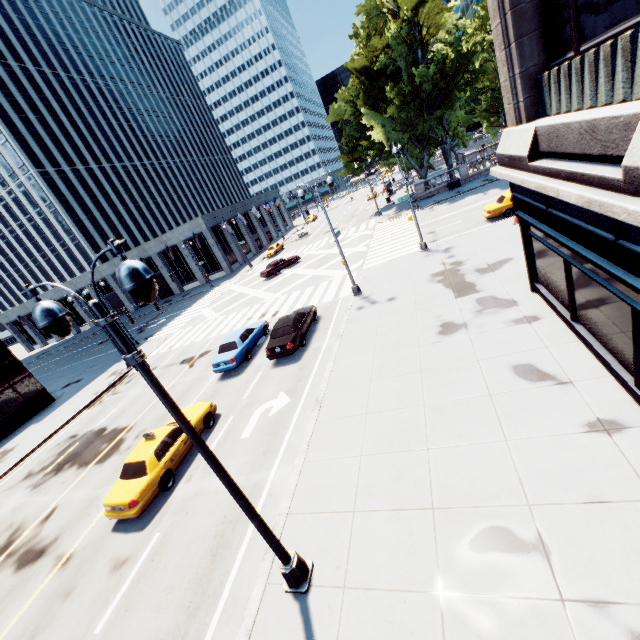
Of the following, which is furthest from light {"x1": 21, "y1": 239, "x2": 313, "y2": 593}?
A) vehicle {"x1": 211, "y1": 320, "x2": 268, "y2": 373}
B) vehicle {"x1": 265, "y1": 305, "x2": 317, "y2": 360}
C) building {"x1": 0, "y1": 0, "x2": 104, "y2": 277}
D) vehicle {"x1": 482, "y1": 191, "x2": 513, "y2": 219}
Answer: building {"x1": 0, "y1": 0, "x2": 104, "y2": 277}

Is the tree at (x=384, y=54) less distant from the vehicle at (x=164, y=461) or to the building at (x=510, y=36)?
the building at (x=510, y=36)

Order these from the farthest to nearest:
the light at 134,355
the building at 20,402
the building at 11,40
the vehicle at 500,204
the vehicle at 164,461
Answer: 1. the building at 11,40
2. the building at 20,402
3. the vehicle at 500,204
4. the vehicle at 164,461
5. the light at 134,355

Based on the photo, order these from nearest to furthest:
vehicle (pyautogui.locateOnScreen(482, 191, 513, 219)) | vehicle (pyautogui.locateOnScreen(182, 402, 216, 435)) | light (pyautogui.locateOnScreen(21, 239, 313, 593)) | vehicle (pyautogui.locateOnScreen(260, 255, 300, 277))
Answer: light (pyautogui.locateOnScreen(21, 239, 313, 593))
vehicle (pyautogui.locateOnScreen(182, 402, 216, 435))
vehicle (pyautogui.locateOnScreen(482, 191, 513, 219))
vehicle (pyautogui.locateOnScreen(260, 255, 300, 277))

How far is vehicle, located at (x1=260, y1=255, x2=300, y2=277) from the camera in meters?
37.0

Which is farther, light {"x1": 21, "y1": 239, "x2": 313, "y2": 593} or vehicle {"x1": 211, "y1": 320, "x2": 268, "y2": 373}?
vehicle {"x1": 211, "y1": 320, "x2": 268, "y2": 373}

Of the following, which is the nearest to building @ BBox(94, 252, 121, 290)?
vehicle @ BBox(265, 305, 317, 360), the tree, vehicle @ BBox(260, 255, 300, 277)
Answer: vehicle @ BBox(260, 255, 300, 277)

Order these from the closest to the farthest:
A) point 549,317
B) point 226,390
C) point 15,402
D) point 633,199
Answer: point 633,199 → point 549,317 → point 226,390 → point 15,402
